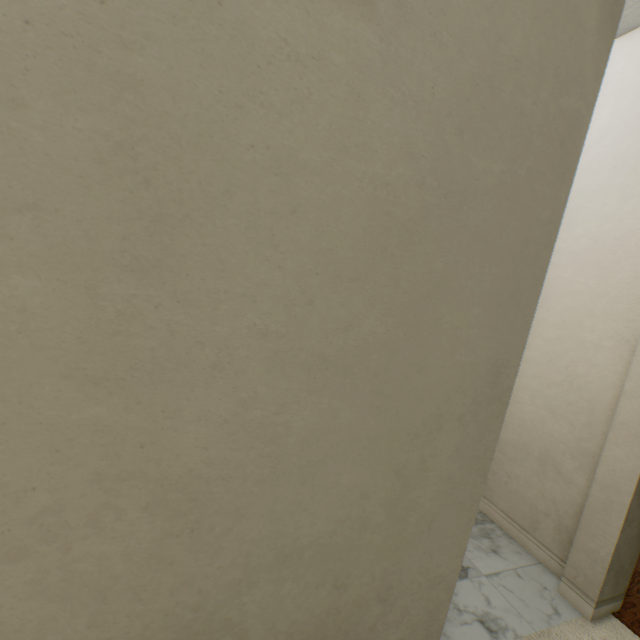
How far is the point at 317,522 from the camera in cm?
67
